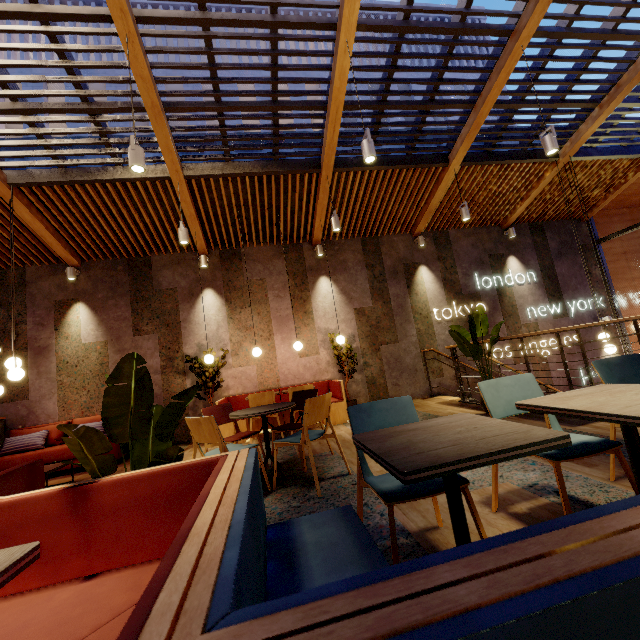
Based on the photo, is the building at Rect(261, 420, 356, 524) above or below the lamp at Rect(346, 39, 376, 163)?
below

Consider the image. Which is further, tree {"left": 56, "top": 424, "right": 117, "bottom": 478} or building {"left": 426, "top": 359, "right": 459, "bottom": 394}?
building {"left": 426, "top": 359, "right": 459, "bottom": 394}

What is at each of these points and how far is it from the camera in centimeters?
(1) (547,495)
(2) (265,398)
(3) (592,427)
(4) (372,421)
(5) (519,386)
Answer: (1) building, 225cm
(2) chair, 561cm
(3) building, 356cm
(4) chair, 206cm
(5) chair, 228cm

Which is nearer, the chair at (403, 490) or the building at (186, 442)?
the chair at (403, 490)

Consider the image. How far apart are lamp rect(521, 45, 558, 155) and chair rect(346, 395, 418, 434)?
4.51m

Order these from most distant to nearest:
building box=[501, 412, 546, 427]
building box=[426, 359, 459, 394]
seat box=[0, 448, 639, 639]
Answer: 1. building box=[426, 359, 459, 394]
2. building box=[501, 412, 546, 427]
3. seat box=[0, 448, 639, 639]

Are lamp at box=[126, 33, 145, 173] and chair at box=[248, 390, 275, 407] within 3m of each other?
no

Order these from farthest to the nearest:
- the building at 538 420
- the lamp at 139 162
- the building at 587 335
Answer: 1. the building at 587 335
2. the building at 538 420
3. the lamp at 139 162
